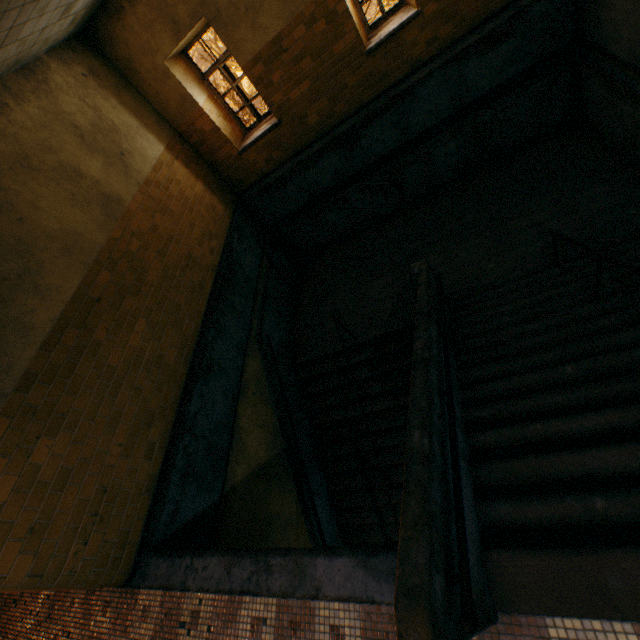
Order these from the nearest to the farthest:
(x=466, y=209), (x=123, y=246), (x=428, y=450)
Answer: (x=428, y=450)
(x=123, y=246)
(x=466, y=209)
